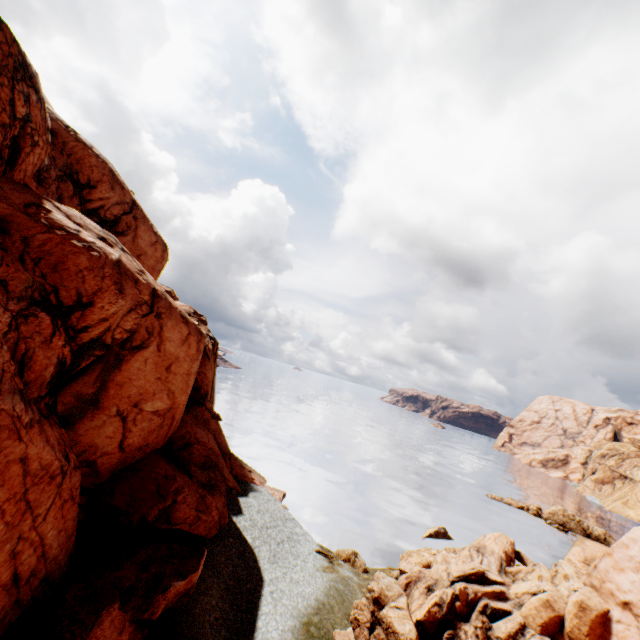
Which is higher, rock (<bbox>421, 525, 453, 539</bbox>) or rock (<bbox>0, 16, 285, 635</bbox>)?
rock (<bbox>0, 16, 285, 635</bbox>)

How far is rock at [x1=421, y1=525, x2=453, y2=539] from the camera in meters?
31.7

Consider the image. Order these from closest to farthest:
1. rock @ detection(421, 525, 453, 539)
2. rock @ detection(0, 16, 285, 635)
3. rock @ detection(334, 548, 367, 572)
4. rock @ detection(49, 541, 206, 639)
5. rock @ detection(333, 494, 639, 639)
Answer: rock @ detection(49, 541, 206, 639)
rock @ detection(0, 16, 285, 635)
rock @ detection(333, 494, 639, 639)
rock @ detection(334, 548, 367, 572)
rock @ detection(421, 525, 453, 539)

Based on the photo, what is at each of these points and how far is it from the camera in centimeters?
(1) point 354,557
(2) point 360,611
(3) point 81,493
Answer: (1) rock, 2341cm
(2) rock, 1579cm
(3) rock, 1566cm

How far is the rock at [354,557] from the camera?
22.84m

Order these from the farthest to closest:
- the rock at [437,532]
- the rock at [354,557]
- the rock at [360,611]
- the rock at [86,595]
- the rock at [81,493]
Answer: the rock at [437,532]
the rock at [354,557]
the rock at [360,611]
the rock at [81,493]
the rock at [86,595]

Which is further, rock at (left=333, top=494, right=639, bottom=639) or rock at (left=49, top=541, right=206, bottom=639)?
rock at (left=333, top=494, right=639, bottom=639)
